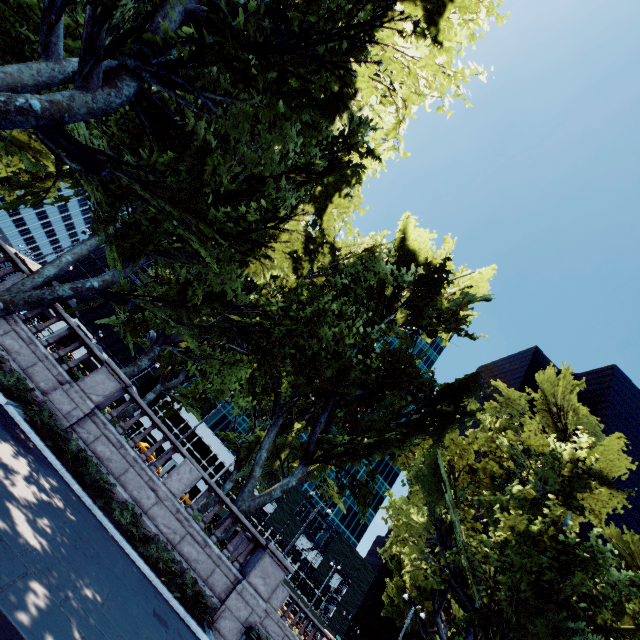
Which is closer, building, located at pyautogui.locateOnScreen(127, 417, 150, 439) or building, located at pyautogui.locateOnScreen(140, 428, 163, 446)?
building, located at pyautogui.locateOnScreen(127, 417, 150, 439)

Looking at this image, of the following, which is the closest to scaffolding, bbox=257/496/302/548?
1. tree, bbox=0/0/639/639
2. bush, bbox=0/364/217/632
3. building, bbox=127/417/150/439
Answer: building, bbox=127/417/150/439

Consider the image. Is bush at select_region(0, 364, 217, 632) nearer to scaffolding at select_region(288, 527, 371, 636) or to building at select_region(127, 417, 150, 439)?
scaffolding at select_region(288, 527, 371, 636)

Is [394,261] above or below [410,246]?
below

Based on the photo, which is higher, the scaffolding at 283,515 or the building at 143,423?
the scaffolding at 283,515

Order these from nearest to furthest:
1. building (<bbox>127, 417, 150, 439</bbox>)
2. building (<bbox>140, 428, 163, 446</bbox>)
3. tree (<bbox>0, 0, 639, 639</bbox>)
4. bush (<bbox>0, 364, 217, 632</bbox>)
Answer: tree (<bbox>0, 0, 639, 639</bbox>), bush (<bbox>0, 364, 217, 632</bbox>), building (<bbox>127, 417, 150, 439</bbox>), building (<bbox>140, 428, 163, 446</bbox>)

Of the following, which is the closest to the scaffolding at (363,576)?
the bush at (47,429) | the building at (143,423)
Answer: the building at (143,423)

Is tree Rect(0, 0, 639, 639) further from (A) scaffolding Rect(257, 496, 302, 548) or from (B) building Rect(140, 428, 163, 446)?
(B) building Rect(140, 428, 163, 446)
